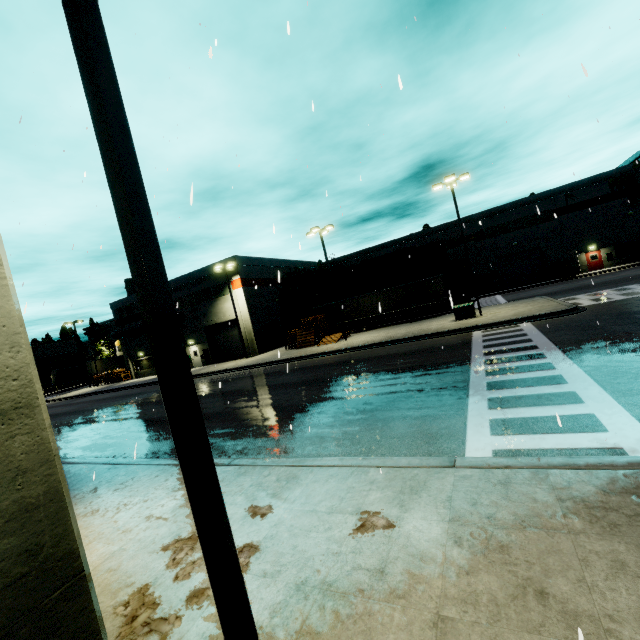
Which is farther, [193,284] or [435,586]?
[193,284]

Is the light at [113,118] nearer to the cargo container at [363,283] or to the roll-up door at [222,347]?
the cargo container at [363,283]

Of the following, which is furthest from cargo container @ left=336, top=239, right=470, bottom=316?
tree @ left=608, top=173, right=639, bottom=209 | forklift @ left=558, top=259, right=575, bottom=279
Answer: tree @ left=608, top=173, right=639, bottom=209

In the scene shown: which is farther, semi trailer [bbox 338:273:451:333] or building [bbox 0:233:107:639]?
semi trailer [bbox 338:273:451:333]

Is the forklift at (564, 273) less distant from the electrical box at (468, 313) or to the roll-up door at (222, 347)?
the electrical box at (468, 313)

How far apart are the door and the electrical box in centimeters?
2597cm

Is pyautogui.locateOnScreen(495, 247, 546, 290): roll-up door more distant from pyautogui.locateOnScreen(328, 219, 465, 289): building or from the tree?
the tree

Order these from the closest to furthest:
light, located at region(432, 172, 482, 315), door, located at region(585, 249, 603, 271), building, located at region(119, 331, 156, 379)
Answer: light, located at region(432, 172, 482, 315) < door, located at region(585, 249, 603, 271) < building, located at region(119, 331, 156, 379)
